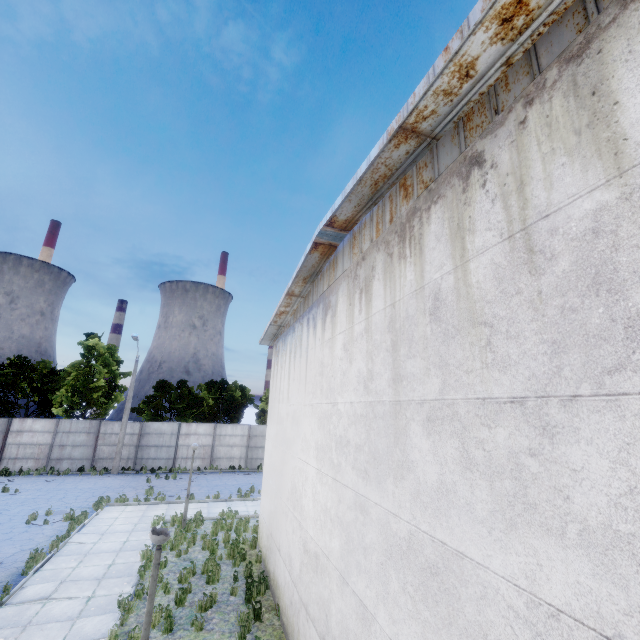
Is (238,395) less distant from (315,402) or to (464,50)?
(315,402)
